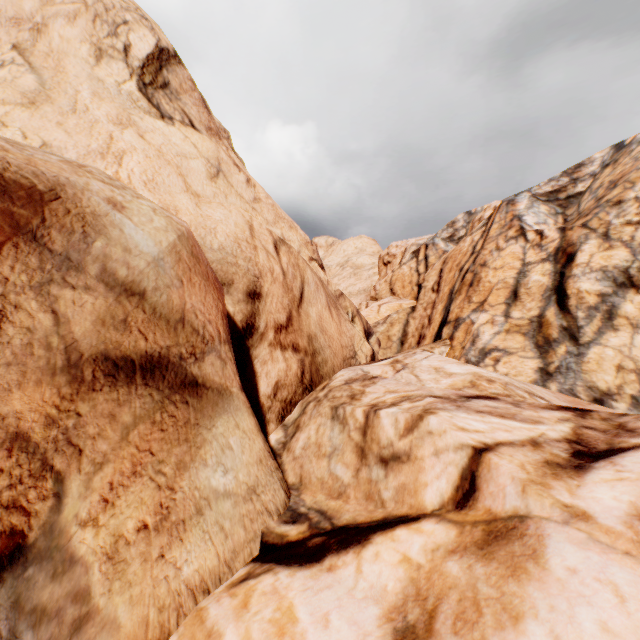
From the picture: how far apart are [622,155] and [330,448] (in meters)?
18.76
